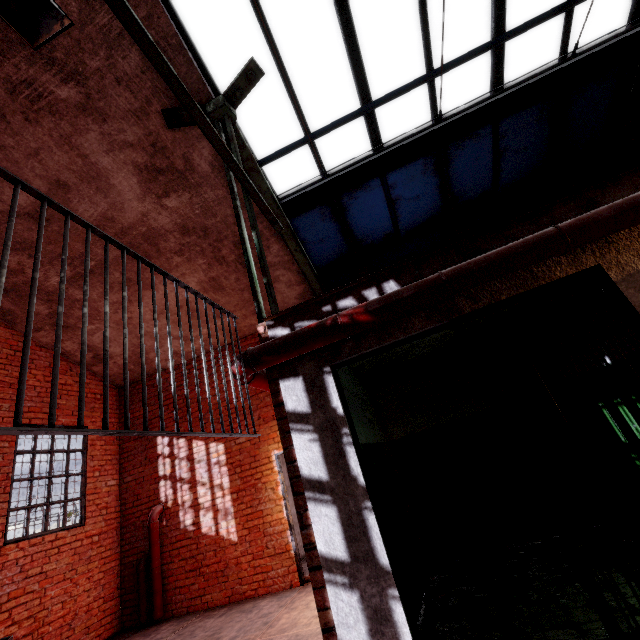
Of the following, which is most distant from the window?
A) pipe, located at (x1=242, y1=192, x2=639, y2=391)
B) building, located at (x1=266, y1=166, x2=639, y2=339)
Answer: pipe, located at (x1=242, y1=192, x2=639, y2=391)

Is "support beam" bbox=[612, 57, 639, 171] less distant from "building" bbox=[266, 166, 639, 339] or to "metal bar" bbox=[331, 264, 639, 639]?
"building" bbox=[266, 166, 639, 339]

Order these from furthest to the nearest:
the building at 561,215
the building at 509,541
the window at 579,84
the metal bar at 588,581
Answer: the window at 579,84
the building at 509,541
the building at 561,215
the metal bar at 588,581

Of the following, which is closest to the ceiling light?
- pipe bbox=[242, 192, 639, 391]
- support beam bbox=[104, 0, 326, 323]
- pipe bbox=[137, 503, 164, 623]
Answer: support beam bbox=[104, 0, 326, 323]

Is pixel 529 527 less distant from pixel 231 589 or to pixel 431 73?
pixel 231 589

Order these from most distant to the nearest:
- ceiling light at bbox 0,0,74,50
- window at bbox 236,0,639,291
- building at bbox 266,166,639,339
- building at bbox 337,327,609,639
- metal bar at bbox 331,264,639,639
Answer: window at bbox 236,0,639,291 < building at bbox 337,327,609,639 < building at bbox 266,166,639,339 < metal bar at bbox 331,264,639,639 < ceiling light at bbox 0,0,74,50

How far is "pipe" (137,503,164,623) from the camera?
6.02m

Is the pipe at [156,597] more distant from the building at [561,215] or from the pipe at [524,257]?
the building at [561,215]
